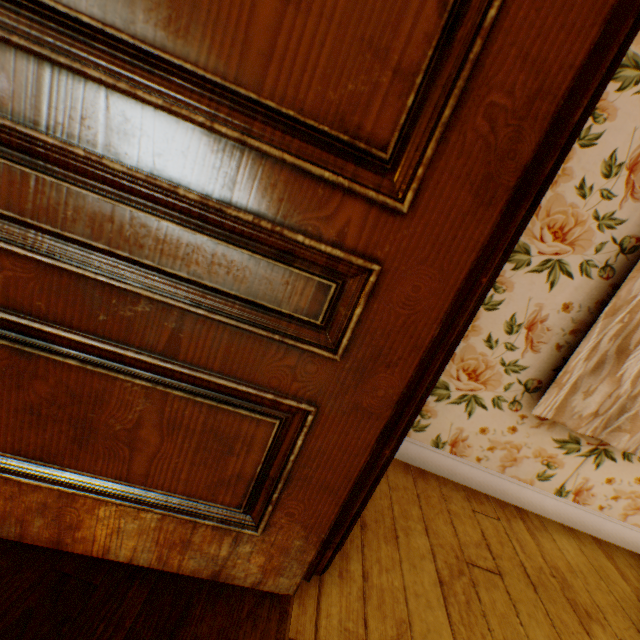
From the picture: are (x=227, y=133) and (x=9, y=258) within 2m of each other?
yes
